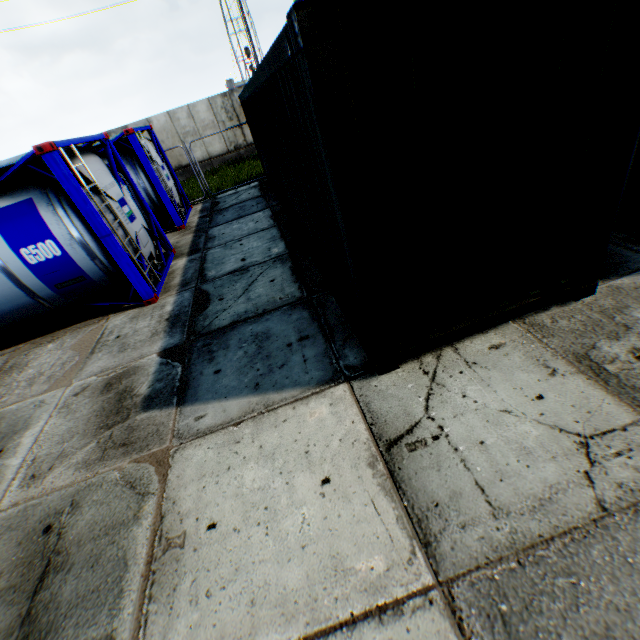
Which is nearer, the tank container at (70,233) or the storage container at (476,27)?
the storage container at (476,27)

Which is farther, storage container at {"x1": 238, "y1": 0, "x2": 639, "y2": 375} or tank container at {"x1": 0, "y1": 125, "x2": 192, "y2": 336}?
tank container at {"x1": 0, "y1": 125, "x2": 192, "y2": 336}

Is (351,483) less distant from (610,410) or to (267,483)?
(267,483)
